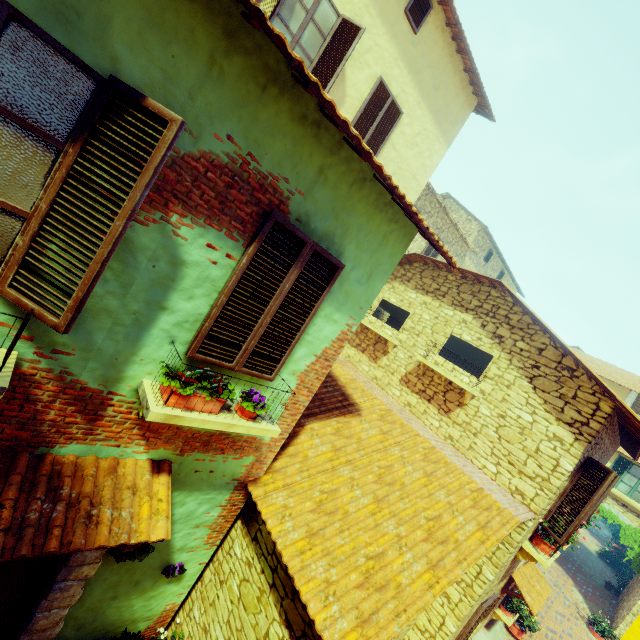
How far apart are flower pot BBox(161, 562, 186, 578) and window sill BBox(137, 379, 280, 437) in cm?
225

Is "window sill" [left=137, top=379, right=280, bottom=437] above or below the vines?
above

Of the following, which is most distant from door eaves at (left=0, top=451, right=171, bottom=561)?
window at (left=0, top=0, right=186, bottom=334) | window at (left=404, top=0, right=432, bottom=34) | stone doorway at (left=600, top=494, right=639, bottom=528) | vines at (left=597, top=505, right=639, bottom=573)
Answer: stone doorway at (left=600, top=494, right=639, bottom=528)

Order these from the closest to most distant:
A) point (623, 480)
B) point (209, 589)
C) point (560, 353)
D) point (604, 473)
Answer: point (209, 589) → point (604, 473) → point (560, 353) → point (623, 480)

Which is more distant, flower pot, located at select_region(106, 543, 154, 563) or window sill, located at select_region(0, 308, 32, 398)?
flower pot, located at select_region(106, 543, 154, 563)

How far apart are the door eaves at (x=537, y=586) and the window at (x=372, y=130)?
10.7 meters

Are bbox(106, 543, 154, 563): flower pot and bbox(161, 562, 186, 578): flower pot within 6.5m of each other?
yes

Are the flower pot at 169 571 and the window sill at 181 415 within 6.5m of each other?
yes
